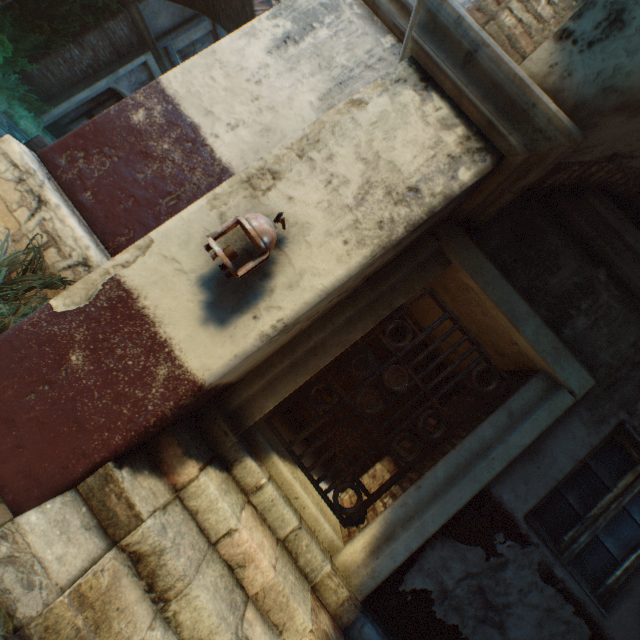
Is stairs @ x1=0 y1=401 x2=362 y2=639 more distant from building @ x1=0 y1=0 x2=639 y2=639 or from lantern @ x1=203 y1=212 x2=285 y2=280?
lantern @ x1=203 y1=212 x2=285 y2=280

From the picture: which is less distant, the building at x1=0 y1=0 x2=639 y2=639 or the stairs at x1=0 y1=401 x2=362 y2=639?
the stairs at x1=0 y1=401 x2=362 y2=639

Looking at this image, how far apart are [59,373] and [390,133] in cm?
259

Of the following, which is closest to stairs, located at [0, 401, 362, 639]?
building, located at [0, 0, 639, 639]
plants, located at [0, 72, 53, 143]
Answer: building, located at [0, 0, 639, 639]

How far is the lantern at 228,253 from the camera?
1.7 meters

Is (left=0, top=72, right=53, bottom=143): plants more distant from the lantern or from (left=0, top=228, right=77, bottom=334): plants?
the lantern

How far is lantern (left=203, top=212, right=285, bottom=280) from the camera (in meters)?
1.73

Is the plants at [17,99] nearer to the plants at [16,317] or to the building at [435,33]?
the building at [435,33]
